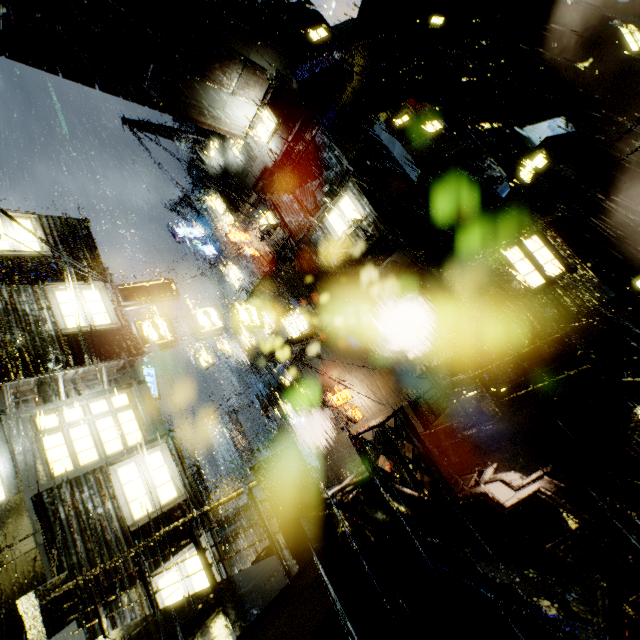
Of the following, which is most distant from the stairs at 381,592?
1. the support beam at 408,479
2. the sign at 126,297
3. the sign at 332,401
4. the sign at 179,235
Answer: the sign at 179,235

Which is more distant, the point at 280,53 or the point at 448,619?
the point at 280,53

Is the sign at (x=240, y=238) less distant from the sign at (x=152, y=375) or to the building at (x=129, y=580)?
the building at (x=129, y=580)

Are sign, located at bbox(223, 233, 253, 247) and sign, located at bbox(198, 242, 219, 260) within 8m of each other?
yes

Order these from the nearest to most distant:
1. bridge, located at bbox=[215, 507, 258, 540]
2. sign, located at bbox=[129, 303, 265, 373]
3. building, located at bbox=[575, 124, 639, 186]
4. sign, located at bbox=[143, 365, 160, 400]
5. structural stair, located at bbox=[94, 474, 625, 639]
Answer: structural stair, located at bbox=[94, 474, 625, 639]
sign, located at bbox=[129, 303, 265, 373]
building, located at bbox=[575, 124, 639, 186]
sign, located at bbox=[143, 365, 160, 400]
bridge, located at bbox=[215, 507, 258, 540]

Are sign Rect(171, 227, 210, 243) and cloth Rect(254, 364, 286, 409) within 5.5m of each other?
no

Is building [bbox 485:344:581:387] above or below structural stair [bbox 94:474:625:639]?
below

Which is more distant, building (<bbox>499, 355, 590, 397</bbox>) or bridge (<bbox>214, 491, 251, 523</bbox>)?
bridge (<bbox>214, 491, 251, 523</bbox>)
